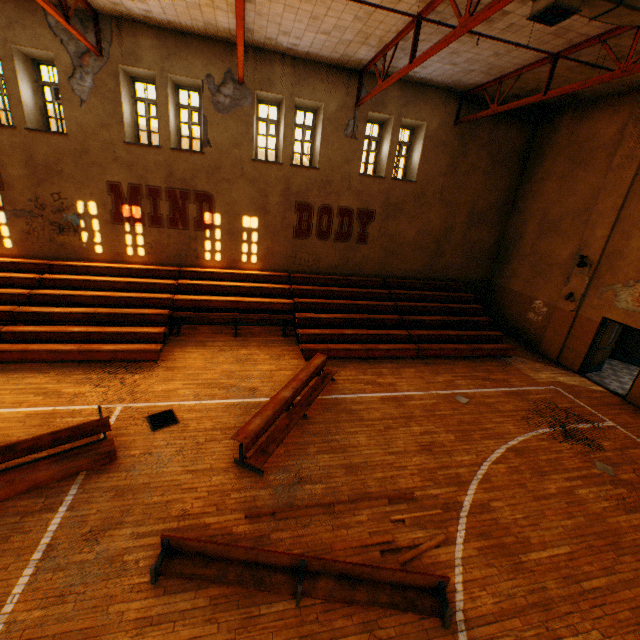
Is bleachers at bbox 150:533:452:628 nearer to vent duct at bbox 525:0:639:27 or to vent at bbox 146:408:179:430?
vent at bbox 146:408:179:430

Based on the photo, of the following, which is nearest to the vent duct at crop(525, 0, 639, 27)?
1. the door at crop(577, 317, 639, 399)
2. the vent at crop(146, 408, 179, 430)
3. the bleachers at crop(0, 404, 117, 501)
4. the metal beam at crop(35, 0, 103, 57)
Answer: the metal beam at crop(35, 0, 103, 57)

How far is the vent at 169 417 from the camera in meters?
6.8 m

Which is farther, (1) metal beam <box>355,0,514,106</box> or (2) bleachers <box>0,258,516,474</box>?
(2) bleachers <box>0,258,516,474</box>

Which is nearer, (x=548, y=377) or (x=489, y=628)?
(x=489, y=628)

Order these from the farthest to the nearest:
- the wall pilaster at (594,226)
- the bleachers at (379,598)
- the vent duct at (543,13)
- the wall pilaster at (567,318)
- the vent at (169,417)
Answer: the wall pilaster at (567,318) < the wall pilaster at (594,226) < the vent at (169,417) < the vent duct at (543,13) < the bleachers at (379,598)

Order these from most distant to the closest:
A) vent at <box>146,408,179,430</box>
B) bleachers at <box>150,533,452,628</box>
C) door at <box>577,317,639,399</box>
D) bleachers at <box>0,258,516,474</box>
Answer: door at <box>577,317,639,399</box> → bleachers at <box>0,258,516,474</box> → vent at <box>146,408,179,430</box> → bleachers at <box>150,533,452,628</box>

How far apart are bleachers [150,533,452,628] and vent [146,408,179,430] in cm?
260
